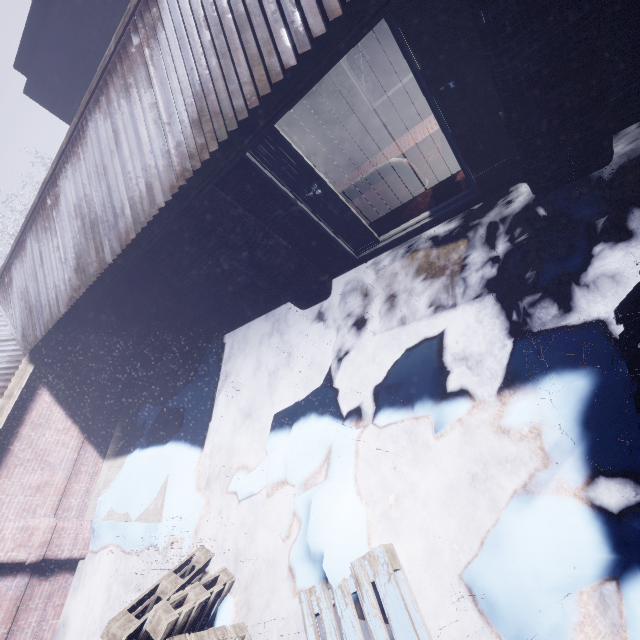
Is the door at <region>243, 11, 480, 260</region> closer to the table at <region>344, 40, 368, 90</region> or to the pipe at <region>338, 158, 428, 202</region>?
the pipe at <region>338, 158, 428, 202</region>

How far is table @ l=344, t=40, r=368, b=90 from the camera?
6.0 meters

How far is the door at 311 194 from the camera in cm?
275

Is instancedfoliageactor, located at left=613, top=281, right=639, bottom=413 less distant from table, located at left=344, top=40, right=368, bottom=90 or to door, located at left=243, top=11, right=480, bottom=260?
door, located at left=243, top=11, right=480, bottom=260

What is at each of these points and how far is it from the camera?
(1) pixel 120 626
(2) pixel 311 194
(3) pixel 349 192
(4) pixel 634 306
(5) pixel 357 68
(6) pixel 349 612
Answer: (1) instancedfoliageactor, 2.6 meters
(2) door, 3.5 meters
(3) pipe, 4.1 meters
(4) instancedfoliageactor, 2.0 meters
(5) table, 6.2 meters
(6) instancedfoliageactor, 2.5 meters

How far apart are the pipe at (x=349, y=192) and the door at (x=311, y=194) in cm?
38

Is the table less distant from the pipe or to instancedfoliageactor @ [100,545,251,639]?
the pipe

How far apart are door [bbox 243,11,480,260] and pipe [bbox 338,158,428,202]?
0.38m
